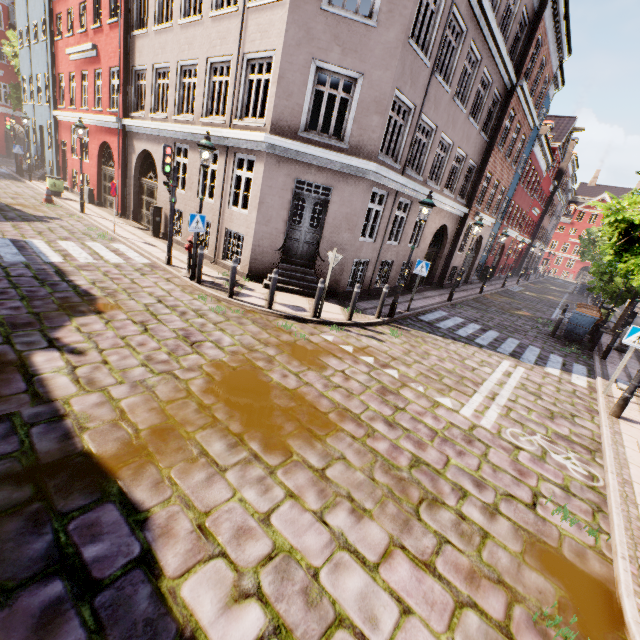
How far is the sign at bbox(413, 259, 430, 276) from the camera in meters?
11.0

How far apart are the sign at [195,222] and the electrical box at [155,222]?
6.0 meters

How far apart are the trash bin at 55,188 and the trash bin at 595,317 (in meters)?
26.64

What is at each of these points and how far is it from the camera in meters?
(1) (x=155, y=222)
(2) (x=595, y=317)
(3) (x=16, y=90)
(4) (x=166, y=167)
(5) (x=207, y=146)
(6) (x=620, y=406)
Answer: (1) electrical box, 13.6
(2) trash bin, 13.0
(3) tree, 25.2
(4) traffic light, 9.2
(5) street light, 8.2
(6) street light, 7.3

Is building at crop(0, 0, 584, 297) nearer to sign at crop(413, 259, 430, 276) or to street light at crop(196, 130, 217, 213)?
street light at crop(196, 130, 217, 213)

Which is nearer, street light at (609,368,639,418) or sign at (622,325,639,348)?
street light at (609,368,639,418)

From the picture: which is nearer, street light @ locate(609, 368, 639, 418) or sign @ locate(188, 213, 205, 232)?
street light @ locate(609, 368, 639, 418)

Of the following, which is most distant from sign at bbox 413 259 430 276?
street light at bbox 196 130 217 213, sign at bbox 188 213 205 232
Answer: sign at bbox 188 213 205 232
